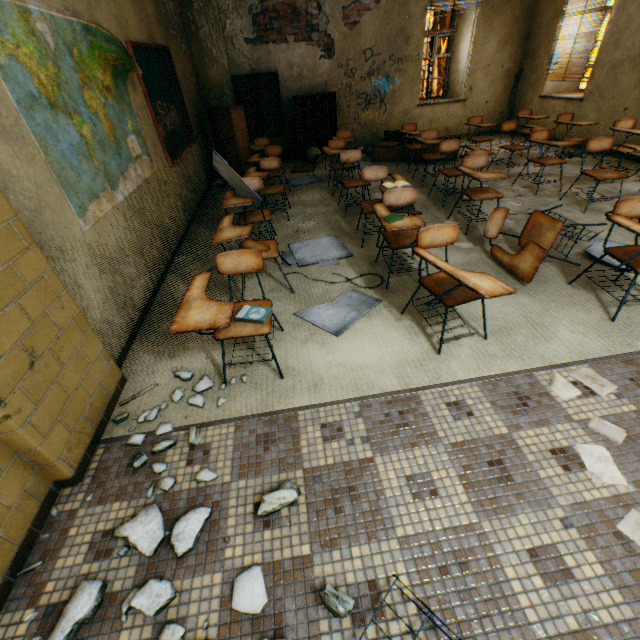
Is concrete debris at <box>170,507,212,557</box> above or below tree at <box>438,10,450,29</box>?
below

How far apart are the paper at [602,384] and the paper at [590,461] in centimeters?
14cm

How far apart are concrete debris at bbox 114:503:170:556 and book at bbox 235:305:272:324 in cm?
112

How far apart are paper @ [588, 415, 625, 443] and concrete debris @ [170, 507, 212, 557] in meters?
1.9

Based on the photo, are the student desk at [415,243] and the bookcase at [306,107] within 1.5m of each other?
no

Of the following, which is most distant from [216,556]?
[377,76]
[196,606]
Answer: [377,76]

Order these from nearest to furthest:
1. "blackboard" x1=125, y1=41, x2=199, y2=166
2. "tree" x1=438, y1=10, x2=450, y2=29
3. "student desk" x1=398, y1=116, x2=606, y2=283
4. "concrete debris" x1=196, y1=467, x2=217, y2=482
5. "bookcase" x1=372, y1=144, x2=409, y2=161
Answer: "concrete debris" x1=196, y1=467, x2=217, y2=482, "student desk" x1=398, y1=116, x2=606, y2=283, "blackboard" x1=125, y1=41, x2=199, y2=166, "bookcase" x1=372, y1=144, x2=409, y2=161, "tree" x1=438, y1=10, x2=450, y2=29

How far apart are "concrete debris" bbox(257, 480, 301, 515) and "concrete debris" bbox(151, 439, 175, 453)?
0.5 meters
